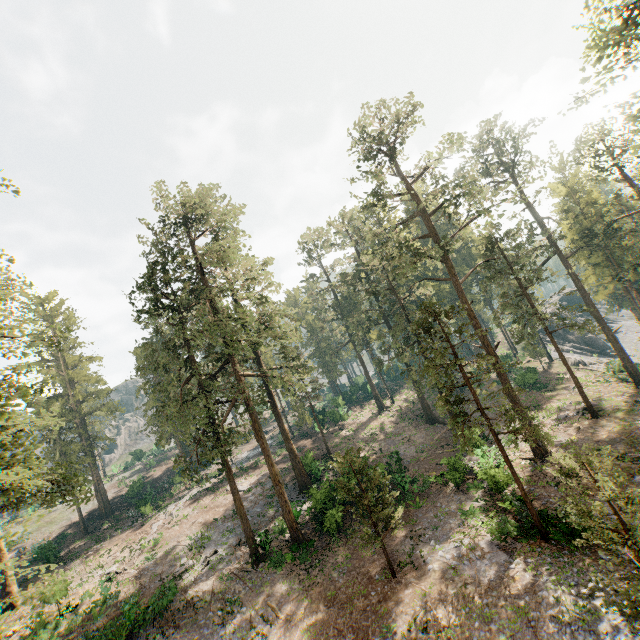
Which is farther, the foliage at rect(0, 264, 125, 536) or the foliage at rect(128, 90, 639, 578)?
the foliage at rect(128, 90, 639, 578)

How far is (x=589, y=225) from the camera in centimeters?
3788cm

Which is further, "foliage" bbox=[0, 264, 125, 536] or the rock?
the rock

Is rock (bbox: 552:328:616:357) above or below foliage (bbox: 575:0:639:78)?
below

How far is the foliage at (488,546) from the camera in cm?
1684

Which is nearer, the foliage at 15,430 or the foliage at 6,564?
the foliage at 6,564
